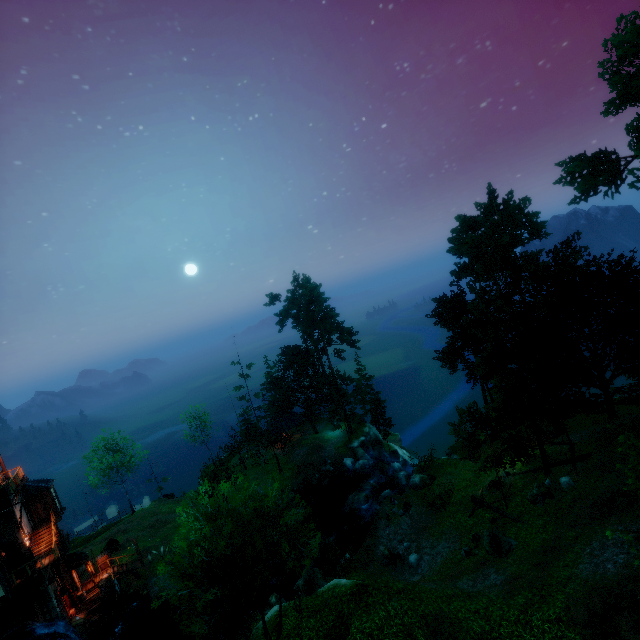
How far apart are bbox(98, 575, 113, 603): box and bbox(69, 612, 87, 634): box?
1.27m

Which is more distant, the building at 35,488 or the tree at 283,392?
the tree at 283,392

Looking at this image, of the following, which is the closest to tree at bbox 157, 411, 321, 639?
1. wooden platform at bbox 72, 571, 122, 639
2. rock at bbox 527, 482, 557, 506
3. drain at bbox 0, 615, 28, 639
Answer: rock at bbox 527, 482, 557, 506

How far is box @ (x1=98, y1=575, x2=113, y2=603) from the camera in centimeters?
2916cm

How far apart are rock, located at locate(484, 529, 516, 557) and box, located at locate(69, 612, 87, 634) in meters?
32.2 m

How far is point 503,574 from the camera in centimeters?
1747cm

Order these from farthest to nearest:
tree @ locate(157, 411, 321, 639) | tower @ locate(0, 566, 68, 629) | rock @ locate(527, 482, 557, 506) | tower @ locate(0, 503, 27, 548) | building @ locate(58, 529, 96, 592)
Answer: building @ locate(58, 529, 96, 592), tower @ locate(0, 503, 27, 548), tower @ locate(0, 566, 68, 629), rock @ locate(527, 482, 557, 506), tree @ locate(157, 411, 321, 639)

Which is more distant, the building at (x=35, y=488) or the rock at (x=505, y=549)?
the building at (x=35, y=488)
